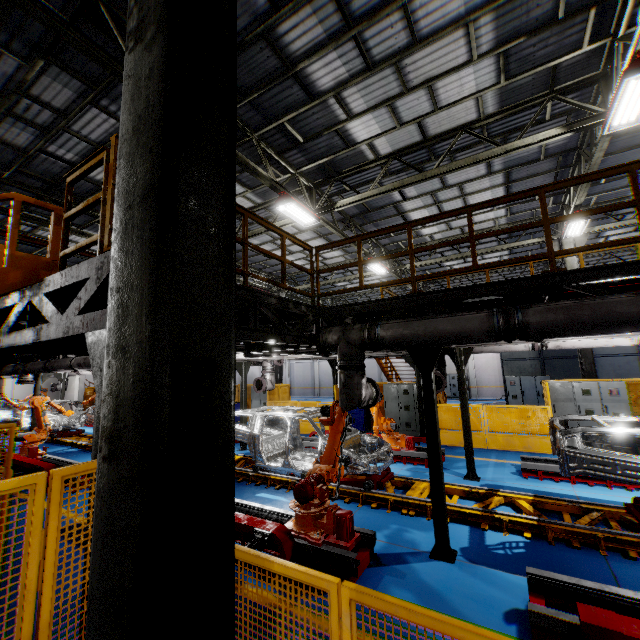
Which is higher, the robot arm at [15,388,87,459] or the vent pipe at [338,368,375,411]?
the vent pipe at [338,368,375,411]

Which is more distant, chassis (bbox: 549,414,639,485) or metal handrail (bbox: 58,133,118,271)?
chassis (bbox: 549,414,639,485)

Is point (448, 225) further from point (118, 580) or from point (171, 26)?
point (118, 580)

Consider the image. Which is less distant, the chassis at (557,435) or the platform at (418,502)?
the chassis at (557,435)

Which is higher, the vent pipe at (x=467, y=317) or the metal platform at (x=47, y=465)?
the vent pipe at (x=467, y=317)

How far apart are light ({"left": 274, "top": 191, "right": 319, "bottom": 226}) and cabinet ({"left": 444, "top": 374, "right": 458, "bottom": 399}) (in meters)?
22.84

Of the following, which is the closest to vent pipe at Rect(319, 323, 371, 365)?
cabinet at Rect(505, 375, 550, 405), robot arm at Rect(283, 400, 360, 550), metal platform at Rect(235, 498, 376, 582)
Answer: robot arm at Rect(283, 400, 360, 550)

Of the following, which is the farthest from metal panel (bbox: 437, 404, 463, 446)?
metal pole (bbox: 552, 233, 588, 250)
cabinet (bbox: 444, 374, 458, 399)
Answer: cabinet (bbox: 444, 374, 458, 399)
